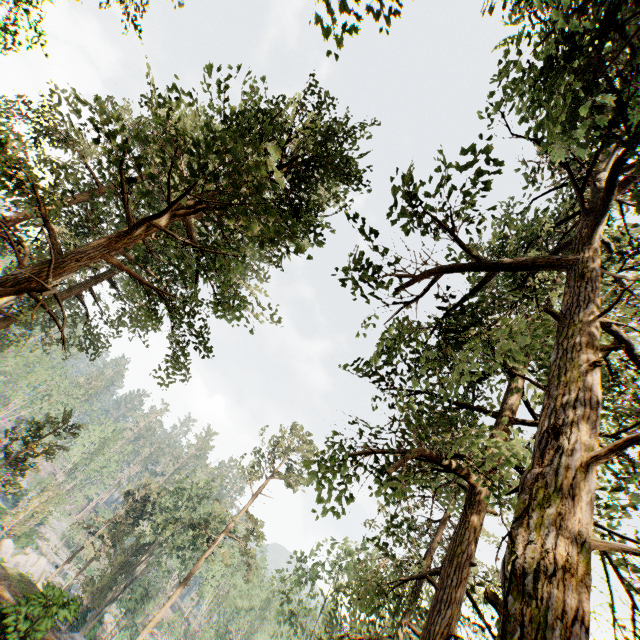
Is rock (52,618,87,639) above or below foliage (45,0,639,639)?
below

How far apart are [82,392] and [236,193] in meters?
67.6 m

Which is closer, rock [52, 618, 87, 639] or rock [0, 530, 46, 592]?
rock [52, 618, 87, 639]

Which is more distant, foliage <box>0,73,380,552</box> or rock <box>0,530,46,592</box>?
rock <box>0,530,46,592</box>

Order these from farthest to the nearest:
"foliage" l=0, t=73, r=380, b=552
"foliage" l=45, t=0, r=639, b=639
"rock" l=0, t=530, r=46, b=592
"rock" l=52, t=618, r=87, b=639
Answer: "rock" l=0, t=530, r=46, b=592 → "rock" l=52, t=618, r=87, b=639 → "foliage" l=0, t=73, r=380, b=552 → "foliage" l=45, t=0, r=639, b=639

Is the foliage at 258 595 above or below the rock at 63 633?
above
